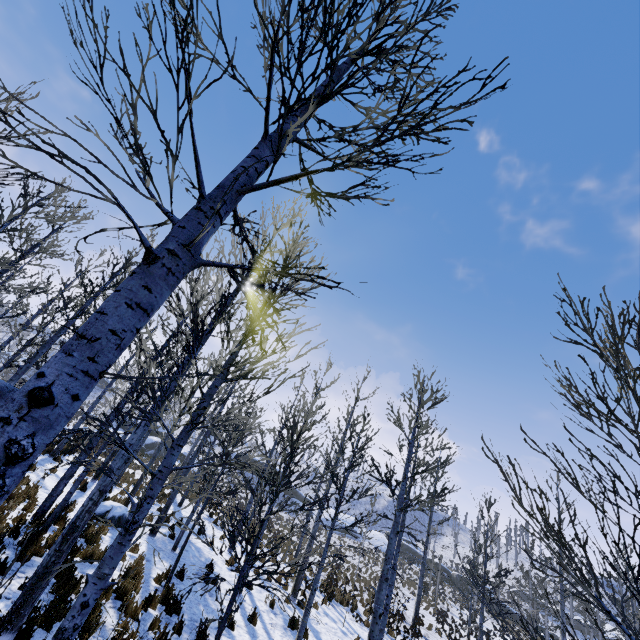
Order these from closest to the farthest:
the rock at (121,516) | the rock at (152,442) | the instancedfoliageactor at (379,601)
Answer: the instancedfoliageactor at (379,601)
the rock at (121,516)
the rock at (152,442)

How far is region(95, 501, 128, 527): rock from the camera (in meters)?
11.22

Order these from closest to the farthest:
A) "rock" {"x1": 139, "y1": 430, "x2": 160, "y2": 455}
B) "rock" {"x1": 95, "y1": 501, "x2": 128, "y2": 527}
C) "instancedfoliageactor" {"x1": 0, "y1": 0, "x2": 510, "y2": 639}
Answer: "instancedfoliageactor" {"x1": 0, "y1": 0, "x2": 510, "y2": 639} → "rock" {"x1": 95, "y1": 501, "x2": 128, "y2": 527} → "rock" {"x1": 139, "y1": 430, "x2": 160, "y2": 455}

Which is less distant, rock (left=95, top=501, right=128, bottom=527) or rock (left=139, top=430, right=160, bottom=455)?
rock (left=95, top=501, right=128, bottom=527)

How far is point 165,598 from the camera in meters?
8.2 m

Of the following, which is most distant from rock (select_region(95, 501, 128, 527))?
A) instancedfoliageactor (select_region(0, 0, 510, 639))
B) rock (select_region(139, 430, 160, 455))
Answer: rock (select_region(139, 430, 160, 455))

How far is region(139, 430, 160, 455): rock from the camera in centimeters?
3794cm

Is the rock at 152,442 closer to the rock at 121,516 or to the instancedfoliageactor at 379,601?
the rock at 121,516
